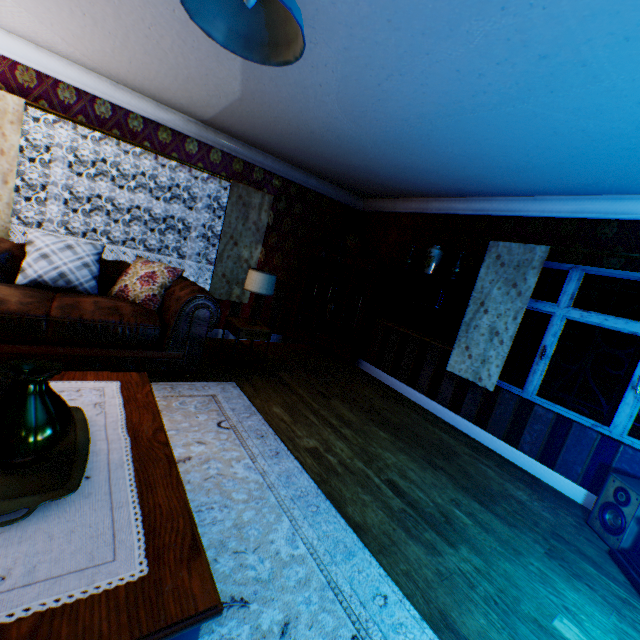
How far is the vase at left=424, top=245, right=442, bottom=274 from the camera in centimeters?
484cm

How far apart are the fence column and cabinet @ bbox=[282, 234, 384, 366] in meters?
7.6

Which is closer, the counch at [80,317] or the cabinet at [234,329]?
the counch at [80,317]

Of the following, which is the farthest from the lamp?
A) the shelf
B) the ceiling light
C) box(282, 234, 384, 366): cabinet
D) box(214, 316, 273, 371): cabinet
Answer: the ceiling light

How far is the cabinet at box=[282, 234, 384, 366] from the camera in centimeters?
595cm

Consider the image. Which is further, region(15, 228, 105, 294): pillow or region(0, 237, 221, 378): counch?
region(15, 228, 105, 294): pillow

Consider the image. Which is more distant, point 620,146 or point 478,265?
point 478,265

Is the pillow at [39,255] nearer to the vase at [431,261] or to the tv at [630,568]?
the vase at [431,261]
